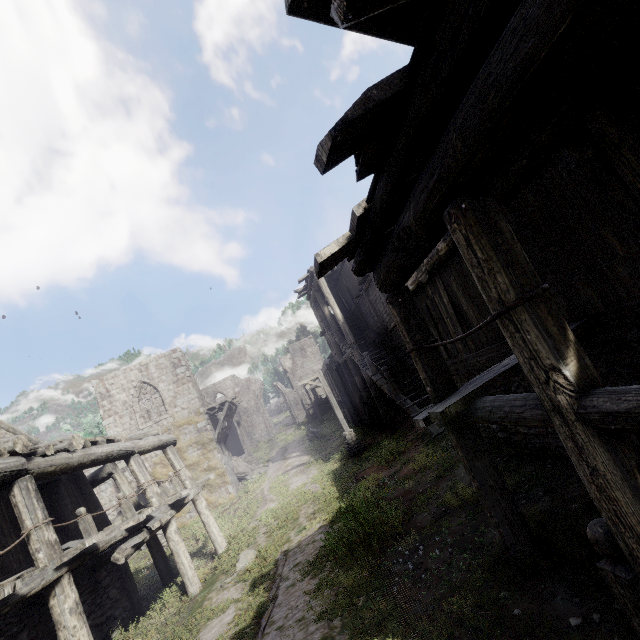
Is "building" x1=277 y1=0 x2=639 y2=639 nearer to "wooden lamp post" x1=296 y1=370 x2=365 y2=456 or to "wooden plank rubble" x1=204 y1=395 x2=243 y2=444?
"wooden plank rubble" x1=204 y1=395 x2=243 y2=444

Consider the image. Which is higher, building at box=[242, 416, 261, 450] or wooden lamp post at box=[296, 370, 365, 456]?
building at box=[242, 416, 261, 450]

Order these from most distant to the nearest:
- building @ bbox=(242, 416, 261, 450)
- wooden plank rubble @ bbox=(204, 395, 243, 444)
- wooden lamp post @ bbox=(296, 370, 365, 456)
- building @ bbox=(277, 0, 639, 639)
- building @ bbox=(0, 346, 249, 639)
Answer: building @ bbox=(242, 416, 261, 450), wooden plank rubble @ bbox=(204, 395, 243, 444), wooden lamp post @ bbox=(296, 370, 365, 456), building @ bbox=(0, 346, 249, 639), building @ bbox=(277, 0, 639, 639)

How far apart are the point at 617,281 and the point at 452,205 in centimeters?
272cm

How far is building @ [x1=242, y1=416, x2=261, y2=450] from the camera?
43.2m

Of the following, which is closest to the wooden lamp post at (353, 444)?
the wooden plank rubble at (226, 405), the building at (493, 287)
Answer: the building at (493, 287)

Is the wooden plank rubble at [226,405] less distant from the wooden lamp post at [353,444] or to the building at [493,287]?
the building at [493,287]

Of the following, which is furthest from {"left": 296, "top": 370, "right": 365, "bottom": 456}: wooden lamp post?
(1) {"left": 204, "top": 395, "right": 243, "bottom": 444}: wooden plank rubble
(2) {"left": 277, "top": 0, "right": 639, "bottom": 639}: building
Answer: (1) {"left": 204, "top": 395, "right": 243, "bottom": 444}: wooden plank rubble
